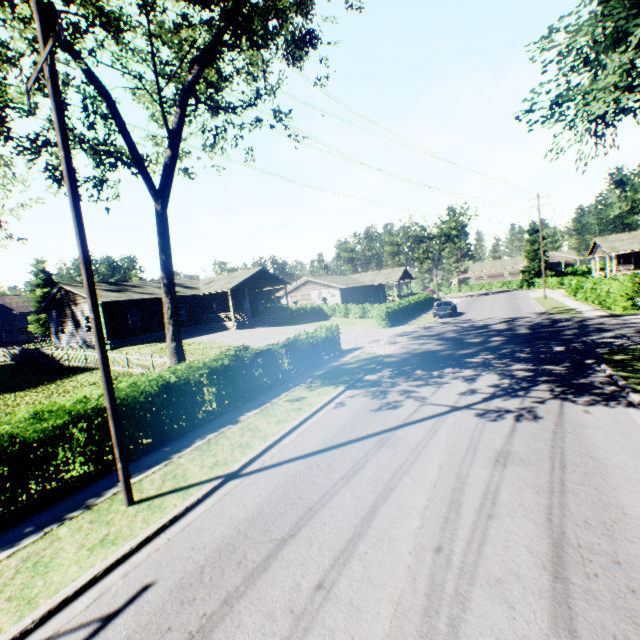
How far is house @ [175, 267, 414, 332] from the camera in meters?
34.6 m

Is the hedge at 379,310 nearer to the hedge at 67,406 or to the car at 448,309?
the car at 448,309

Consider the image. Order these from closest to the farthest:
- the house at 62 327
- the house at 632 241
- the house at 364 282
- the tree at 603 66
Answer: the tree at 603 66 → the house at 62 327 → the house at 364 282 → the house at 632 241

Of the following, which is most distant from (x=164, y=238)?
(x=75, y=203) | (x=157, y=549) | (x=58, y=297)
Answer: (x=58, y=297)

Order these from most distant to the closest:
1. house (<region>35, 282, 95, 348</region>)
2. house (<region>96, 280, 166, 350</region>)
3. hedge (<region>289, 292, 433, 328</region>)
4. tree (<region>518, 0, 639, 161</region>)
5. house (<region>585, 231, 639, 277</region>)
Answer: house (<region>585, 231, 639, 277</region>)
hedge (<region>289, 292, 433, 328</region>)
house (<region>35, 282, 95, 348</region>)
house (<region>96, 280, 166, 350</region>)
tree (<region>518, 0, 639, 161</region>)

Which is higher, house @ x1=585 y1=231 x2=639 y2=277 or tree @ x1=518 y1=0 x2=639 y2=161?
tree @ x1=518 y1=0 x2=639 y2=161

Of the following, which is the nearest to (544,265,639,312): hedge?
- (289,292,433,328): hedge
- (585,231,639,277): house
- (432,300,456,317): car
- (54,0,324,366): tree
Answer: (585,231,639,277): house

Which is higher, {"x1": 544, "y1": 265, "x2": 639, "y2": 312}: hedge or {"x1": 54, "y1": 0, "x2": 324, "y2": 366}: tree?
{"x1": 54, "y1": 0, "x2": 324, "y2": 366}: tree
